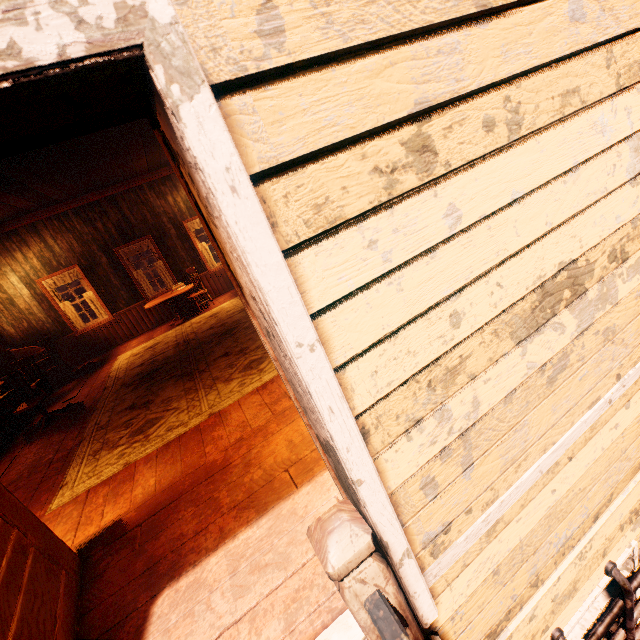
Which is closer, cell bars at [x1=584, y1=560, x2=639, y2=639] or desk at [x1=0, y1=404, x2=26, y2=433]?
cell bars at [x1=584, y1=560, x2=639, y2=639]

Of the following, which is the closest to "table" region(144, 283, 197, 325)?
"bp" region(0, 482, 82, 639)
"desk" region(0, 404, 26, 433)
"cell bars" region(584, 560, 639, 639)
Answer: "desk" region(0, 404, 26, 433)

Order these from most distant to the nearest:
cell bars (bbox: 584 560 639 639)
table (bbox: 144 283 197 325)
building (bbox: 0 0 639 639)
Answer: table (bbox: 144 283 197 325), cell bars (bbox: 584 560 639 639), building (bbox: 0 0 639 639)

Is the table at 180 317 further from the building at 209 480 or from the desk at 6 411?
the desk at 6 411

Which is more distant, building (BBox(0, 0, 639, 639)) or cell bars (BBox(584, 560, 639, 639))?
cell bars (BBox(584, 560, 639, 639))

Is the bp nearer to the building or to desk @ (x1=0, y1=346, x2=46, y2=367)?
the building

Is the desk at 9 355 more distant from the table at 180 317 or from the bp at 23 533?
the bp at 23 533

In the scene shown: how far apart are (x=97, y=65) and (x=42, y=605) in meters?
2.8 m
